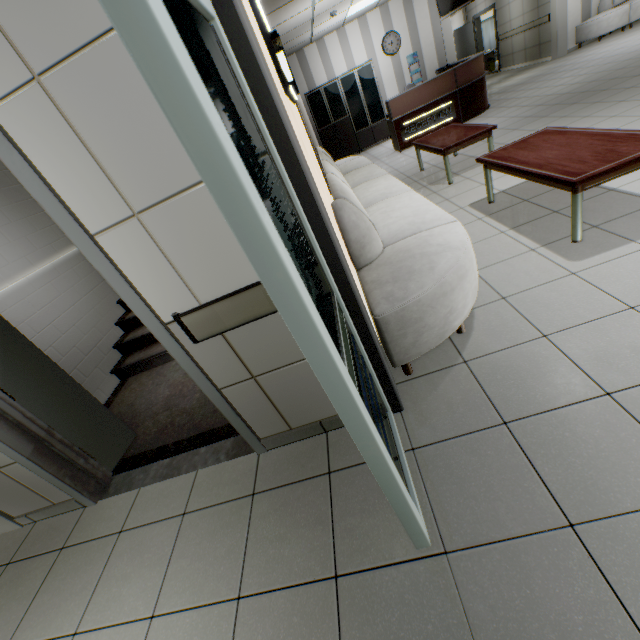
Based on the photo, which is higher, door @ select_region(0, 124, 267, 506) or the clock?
the clock

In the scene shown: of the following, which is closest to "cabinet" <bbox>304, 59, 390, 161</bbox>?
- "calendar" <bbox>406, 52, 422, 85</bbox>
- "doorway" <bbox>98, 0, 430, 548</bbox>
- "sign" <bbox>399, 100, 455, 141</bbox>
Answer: "calendar" <bbox>406, 52, 422, 85</bbox>

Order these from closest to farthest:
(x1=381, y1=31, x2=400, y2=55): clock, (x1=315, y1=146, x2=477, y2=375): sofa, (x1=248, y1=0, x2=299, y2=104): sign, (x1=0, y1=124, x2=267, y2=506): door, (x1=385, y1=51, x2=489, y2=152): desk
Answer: (x1=0, y1=124, x2=267, y2=506): door, (x1=315, y1=146, x2=477, y2=375): sofa, (x1=248, y1=0, x2=299, y2=104): sign, (x1=385, y1=51, x2=489, y2=152): desk, (x1=381, y1=31, x2=400, y2=55): clock

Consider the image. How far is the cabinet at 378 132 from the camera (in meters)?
9.73

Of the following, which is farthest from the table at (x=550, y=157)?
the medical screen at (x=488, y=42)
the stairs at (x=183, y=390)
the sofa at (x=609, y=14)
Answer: the medical screen at (x=488, y=42)

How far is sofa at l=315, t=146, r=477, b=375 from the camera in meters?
1.9

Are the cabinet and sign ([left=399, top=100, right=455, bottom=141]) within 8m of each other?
yes

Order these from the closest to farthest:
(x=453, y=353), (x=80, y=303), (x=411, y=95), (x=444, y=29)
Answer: (x=453, y=353)
(x=80, y=303)
(x=411, y=95)
(x=444, y=29)
